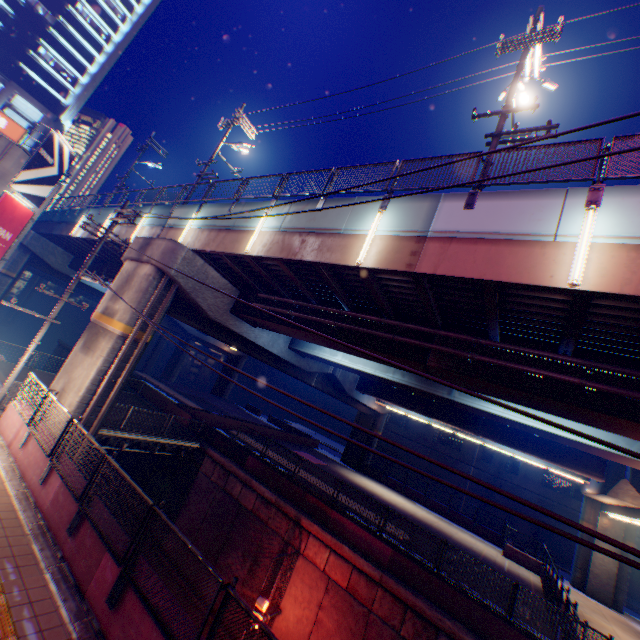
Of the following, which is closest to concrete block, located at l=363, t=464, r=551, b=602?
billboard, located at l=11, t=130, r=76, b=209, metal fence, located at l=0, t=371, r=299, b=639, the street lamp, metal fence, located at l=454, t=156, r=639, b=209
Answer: metal fence, located at l=0, t=371, r=299, b=639

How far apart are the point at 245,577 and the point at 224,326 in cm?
1244

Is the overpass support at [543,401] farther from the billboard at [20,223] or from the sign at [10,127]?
the sign at [10,127]

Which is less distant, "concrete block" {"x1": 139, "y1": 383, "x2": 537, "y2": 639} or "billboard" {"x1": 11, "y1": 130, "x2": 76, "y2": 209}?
"concrete block" {"x1": 139, "y1": 383, "x2": 537, "y2": 639}

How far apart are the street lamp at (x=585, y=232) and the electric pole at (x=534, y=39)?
5.0m

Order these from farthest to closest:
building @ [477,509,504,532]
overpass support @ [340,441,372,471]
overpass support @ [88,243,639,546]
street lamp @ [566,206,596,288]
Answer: building @ [477,509,504,532], overpass support @ [340,441,372,471], overpass support @ [88,243,639,546], street lamp @ [566,206,596,288]

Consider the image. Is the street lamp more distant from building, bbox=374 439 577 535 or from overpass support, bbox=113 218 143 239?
building, bbox=374 439 577 535

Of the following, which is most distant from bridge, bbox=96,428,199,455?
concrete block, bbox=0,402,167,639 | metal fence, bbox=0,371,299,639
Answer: concrete block, bbox=0,402,167,639
